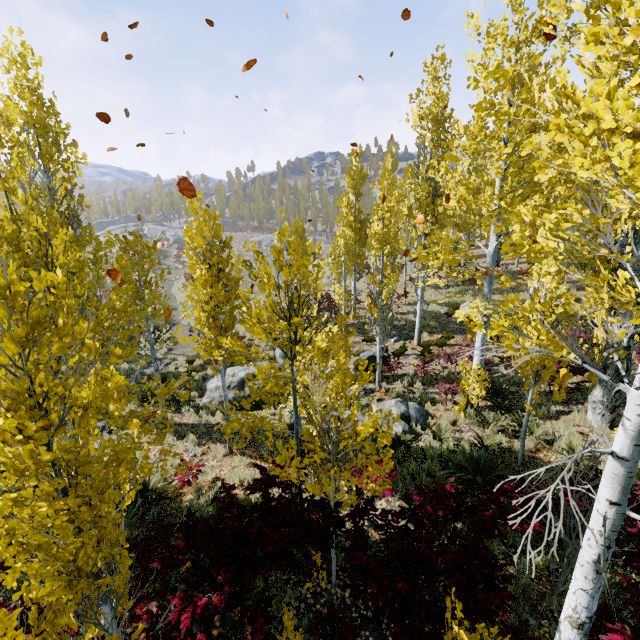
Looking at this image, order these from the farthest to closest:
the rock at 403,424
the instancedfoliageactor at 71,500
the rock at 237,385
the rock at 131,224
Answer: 1. the rock at 131,224
2. the rock at 237,385
3. the rock at 403,424
4. the instancedfoliageactor at 71,500

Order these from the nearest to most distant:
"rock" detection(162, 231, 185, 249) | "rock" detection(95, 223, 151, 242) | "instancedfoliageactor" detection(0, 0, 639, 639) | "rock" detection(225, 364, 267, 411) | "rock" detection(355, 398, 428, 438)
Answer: "instancedfoliageactor" detection(0, 0, 639, 639) < "rock" detection(355, 398, 428, 438) < "rock" detection(225, 364, 267, 411) < "rock" detection(95, 223, 151, 242) < "rock" detection(162, 231, 185, 249)

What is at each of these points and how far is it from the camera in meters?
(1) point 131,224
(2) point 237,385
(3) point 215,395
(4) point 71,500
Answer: (1) rock, 58.9 m
(2) rock, 12.9 m
(3) rock, 12.6 m
(4) instancedfoliageactor, 2.3 m

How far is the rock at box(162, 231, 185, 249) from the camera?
51.57m

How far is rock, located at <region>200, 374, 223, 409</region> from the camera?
12.5m

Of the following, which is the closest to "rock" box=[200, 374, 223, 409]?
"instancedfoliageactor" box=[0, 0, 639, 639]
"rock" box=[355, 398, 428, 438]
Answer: "instancedfoliageactor" box=[0, 0, 639, 639]

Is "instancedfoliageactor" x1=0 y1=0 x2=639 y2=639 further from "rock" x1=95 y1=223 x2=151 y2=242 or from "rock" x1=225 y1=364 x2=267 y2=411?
"rock" x1=95 y1=223 x2=151 y2=242

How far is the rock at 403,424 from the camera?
9.4 meters
